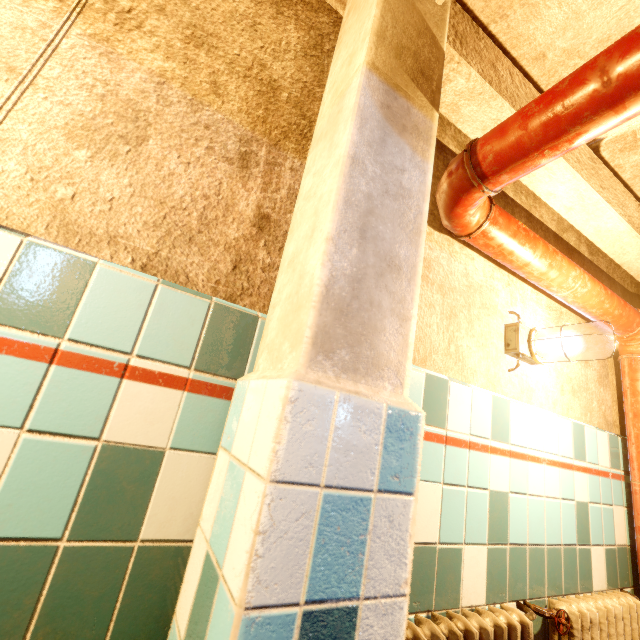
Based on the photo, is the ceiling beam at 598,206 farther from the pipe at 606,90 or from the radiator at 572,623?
the radiator at 572,623

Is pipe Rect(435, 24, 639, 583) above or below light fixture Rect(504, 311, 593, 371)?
above

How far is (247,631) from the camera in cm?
49

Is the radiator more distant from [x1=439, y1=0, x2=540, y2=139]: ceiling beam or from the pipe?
[x1=439, y1=0, x2=540, y2=139]: ceiling beam

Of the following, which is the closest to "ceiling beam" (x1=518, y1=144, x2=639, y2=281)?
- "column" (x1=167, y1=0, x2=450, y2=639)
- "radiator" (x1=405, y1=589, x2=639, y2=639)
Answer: "column" (x1=167, y1=0, x2=450, y2=639)

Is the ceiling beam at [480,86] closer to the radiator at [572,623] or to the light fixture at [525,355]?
the light fixture at [525,355]

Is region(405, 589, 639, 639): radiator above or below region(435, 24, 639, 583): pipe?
below

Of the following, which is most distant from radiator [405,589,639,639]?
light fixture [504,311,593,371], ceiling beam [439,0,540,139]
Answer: ceiling beam [439,0,540,139]
